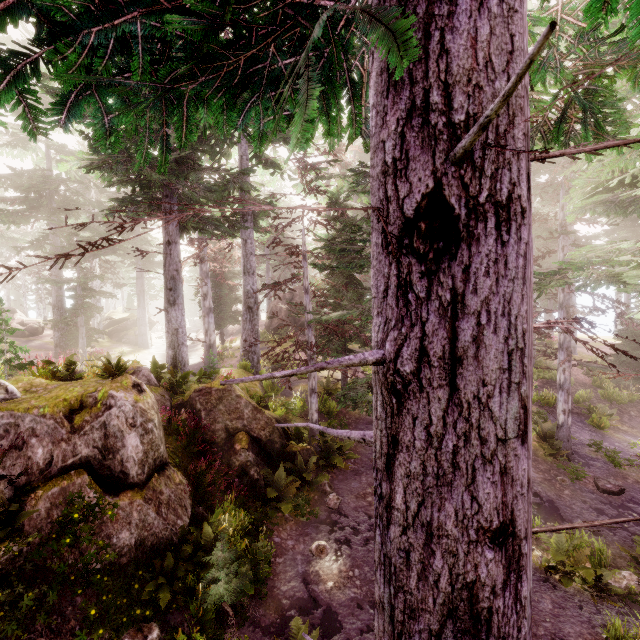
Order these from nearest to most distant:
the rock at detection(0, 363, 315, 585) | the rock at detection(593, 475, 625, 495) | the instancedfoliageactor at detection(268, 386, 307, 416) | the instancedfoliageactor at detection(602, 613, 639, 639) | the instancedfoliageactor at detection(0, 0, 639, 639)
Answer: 1. the instancedfoliageactor at detection(0, 0, 639, 639)
2. the instancedfoliageactor at detection(602, 613, 639, 639)
3. the rock at detection(0, 363, 315, 585)
4. the rock at detection(593, 475, 625, 495)
5. the instancedfoliageactor at detection(268, 386, 307, 416)

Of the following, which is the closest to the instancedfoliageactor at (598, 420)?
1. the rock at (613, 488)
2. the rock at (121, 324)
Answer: the rock at (121, 324)

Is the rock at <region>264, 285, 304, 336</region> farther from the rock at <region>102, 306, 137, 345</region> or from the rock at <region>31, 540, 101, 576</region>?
the rock at <region>102, 306, 137, 345</region>

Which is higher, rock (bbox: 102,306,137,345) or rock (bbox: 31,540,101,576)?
rock (bbox: 102,306,137,345)

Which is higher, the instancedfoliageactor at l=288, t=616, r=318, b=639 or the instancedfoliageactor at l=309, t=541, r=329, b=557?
the instancedfoliageactor at l=288, t=616, r=318, b=639

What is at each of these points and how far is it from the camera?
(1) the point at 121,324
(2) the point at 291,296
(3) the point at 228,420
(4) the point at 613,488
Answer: (1) rock, 37.25m
(2) rock, 30.12m
(3) rock, 11.38m
(4) rock, 11.37m

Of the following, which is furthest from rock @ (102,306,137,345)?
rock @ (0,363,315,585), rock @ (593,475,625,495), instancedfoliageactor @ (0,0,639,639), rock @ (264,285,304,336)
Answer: rock @ (593,475,625,495)
